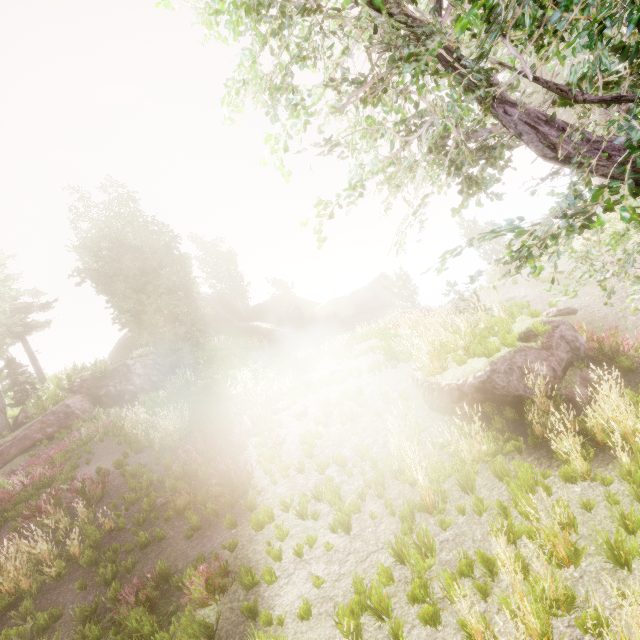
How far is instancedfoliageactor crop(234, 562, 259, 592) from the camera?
4.9m

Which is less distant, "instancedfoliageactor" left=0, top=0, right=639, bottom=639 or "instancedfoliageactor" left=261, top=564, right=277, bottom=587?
"instancedfoliageactor" left=0, top=0, right=639, bottom=639

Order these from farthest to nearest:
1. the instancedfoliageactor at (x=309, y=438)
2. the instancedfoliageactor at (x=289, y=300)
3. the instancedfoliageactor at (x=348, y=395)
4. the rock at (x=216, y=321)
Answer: the instancedfoliageactor at (x=289, y=300), the rock at (x=216, y=321), the instancedfoliageactor at (x=348, y=395), the instancedfoliageactor at (x=309, y=438)

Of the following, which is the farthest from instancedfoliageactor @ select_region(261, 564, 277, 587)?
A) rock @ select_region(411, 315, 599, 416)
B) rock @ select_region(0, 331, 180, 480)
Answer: rock @ select_region(411, 315, 599, 416)

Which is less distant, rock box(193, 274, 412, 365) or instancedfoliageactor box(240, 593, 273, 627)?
instancedfoliageactor box(240, 593, 273, 627)

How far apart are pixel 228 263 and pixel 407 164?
36.24m

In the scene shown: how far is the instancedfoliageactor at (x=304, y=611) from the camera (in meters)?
4.11

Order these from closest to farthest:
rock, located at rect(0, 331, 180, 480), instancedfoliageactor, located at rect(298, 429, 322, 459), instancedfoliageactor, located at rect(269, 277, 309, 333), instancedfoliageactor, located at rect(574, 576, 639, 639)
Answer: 1. instancedfoliageactor, located at rect(574, 576, 639, 639)
2. instancedfoliageactor, located at rect(298, 429, 322, 459)
3. rock, located at rect(0, 331, 180, 480)
4. instancedfoliageactor, located at rect(269, 277, 309, 333)
